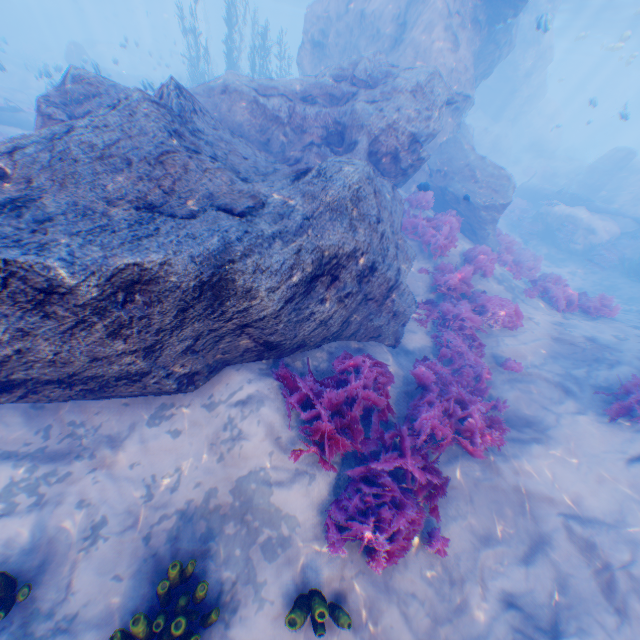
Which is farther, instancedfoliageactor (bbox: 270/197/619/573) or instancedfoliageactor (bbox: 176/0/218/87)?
instancedfoliageactor (bbox: 176/0/218/87)

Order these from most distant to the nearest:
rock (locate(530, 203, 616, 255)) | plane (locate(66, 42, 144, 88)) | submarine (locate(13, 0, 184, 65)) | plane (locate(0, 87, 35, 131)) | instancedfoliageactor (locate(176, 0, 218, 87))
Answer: submarine (locate(13, 0, 184, 65))
plane (locate(66, 42, 144, 88))
instancedfoliageactor (locate(176, 0, 218, 87))
rock (locate(530, 203, 616, 255))
plane (locate(0, 87, 35, 131))

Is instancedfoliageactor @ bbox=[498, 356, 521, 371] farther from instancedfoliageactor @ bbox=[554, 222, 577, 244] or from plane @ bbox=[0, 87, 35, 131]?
plane @ bbox=[0, 87, 35, 131]

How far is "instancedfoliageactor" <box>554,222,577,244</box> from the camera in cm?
1841

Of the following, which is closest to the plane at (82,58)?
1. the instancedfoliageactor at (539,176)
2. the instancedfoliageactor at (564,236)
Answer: the instancedfoliageactor at (564,236)

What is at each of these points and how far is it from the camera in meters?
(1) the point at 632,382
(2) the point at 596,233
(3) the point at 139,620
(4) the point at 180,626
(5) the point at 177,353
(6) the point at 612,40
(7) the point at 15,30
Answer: (1) instancedfoliageactor, 6.9 m
(2) rock, 18.2 m
(3) instancedfoliageactor, 3.2 m
(4) instancedfoliageactor, 3.3 m
(5) rock, 4.5 m
(6) light, 36.1 m
(7) rock, 39.3 m

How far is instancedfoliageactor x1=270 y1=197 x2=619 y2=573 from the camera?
4.31m

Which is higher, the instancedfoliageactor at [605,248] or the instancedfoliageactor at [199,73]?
the instancedfoliageactor at [199,73]
